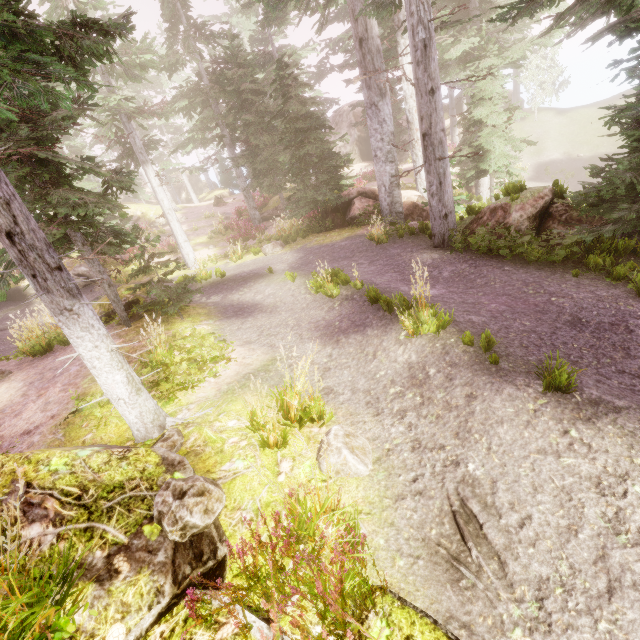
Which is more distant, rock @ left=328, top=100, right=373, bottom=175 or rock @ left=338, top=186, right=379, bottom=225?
rock @ left=328, top=100, right=373, bottom=175

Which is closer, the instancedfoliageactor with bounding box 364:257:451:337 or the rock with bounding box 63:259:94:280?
the instancedfoliageactor with bounding box 364:257:451:337

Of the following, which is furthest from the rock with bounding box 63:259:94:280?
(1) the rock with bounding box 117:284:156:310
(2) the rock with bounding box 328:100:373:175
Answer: (2) the rock with bounding box 328:100:373:175

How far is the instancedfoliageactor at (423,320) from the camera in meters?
4.7 m

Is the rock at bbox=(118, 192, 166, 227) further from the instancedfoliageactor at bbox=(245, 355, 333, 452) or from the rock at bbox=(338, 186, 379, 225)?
the rock at bbox=(338, 186, 379, 225)

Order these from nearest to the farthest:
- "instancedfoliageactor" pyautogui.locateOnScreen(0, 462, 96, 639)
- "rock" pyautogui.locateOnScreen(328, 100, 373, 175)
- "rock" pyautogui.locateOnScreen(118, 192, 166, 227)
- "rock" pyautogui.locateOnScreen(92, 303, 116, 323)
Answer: "instancedfoliageactor" pyautogui.locateOnScreen(0, 462, 96, 639)
"rock" pyautogui.locateOnScreen(92, 303, 116, 323)
"rock" pyautogui.locateOnScreen(118, 192, 166, 227)
"rock" pyautogui.locateOnScreen(328, 100, 373, 175)

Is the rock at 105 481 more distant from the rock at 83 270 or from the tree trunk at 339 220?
the rock at 83 270

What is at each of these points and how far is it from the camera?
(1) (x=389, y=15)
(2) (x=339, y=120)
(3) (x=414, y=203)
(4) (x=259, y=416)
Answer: (1) instancedfoliageactor, 7.05m
(2) rock, 35.44m
(3) rock, 13.27m
(4) instancedfoliageactor, 3.94m
